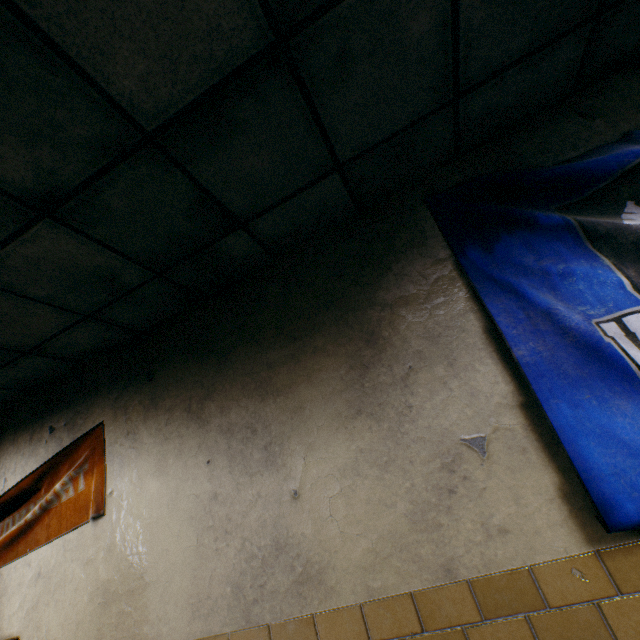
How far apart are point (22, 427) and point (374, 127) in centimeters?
371cm

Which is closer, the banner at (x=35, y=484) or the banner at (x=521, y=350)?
the banner at (x=521, y=350)

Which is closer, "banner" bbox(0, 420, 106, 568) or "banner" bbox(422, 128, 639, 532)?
"banner" bbox(422, 128, 639, 532)
